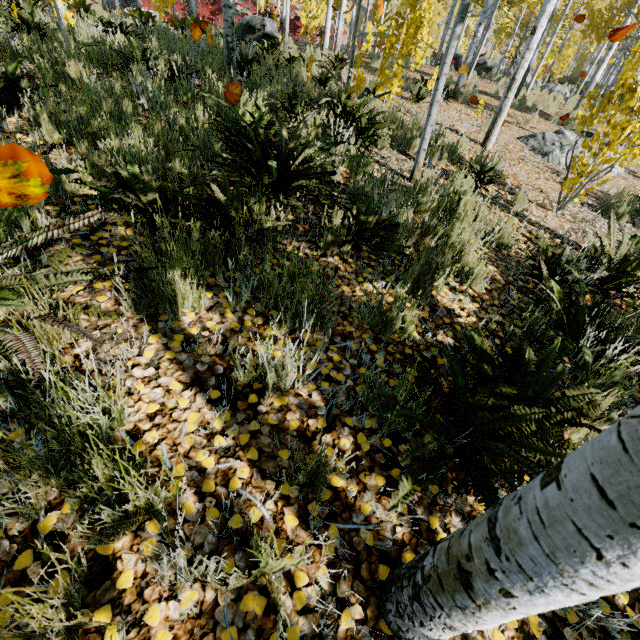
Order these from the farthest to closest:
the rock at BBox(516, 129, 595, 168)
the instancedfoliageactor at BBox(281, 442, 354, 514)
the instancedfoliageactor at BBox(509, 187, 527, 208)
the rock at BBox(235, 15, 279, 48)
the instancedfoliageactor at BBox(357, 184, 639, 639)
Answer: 1. the rock at BBox(235, 15, 279, 48)
2. the rock at BBox(516, 129, 595, 168)
3. the instancedfoliageactor at BBox(509, 187, 527, 208)
4. the instancedfoliageactor at BBox(281, 442, 354, 514)
5. the instancedfoliageactor at BBox(357, 184, 639, 639)

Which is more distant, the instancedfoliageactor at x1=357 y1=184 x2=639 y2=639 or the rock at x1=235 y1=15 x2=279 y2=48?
the rock at x1=235 y1=15 x2=279 y2=48

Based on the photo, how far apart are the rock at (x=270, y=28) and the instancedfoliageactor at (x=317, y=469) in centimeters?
1324cm

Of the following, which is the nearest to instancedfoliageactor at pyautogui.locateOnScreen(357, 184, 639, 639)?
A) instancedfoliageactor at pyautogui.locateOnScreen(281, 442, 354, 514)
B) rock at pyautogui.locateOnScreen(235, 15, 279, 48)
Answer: instancedfoliageactor at pyautogui.locateOnScreen(281, 442, 354, 514)

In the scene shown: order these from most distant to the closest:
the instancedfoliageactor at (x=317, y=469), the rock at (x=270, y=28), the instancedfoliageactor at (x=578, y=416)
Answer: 1. the rock at (x=270, y=28)
2. the instancedfoliageactor at (x=317, y=469)
3. the instancedfoliageactor at (x=578, y=416)

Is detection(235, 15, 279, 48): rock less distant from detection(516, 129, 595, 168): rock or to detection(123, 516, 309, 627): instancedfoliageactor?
detection(123, 516, 309, 627): instancedfoliageactor

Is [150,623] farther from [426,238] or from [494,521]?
[426,238]

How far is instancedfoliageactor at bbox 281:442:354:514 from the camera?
1.3m
